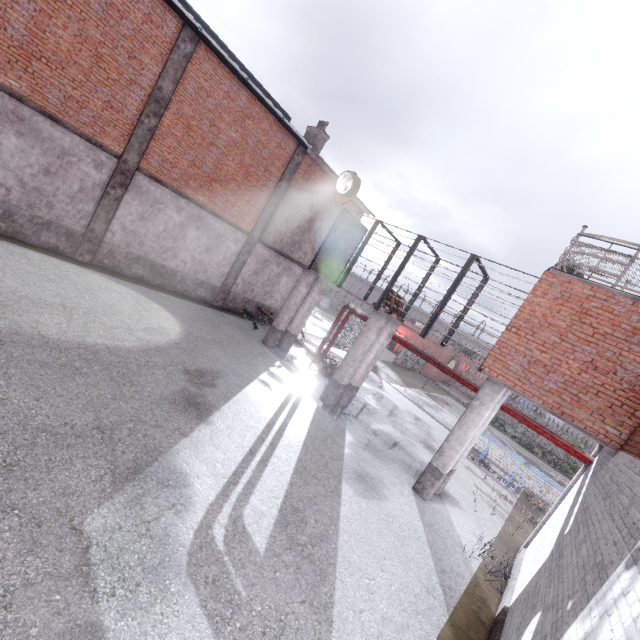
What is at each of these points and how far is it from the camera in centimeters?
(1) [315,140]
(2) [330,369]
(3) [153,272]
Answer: (1) chimney, 1794cm
(2) pallet, 1552cm
(3) foundation, 1376cm

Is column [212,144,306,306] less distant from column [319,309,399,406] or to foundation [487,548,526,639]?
column [319,309,399,406]

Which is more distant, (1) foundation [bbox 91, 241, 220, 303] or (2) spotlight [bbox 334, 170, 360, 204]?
(2) spotlight [bbox 334, 170, 360, 204]

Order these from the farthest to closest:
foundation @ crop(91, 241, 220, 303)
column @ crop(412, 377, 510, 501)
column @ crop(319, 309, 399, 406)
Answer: foundation @ crop(91, 241, 220, 303), column @ crop(319, 309, 399, 406), column @ crop(412, 377, 510, 501)

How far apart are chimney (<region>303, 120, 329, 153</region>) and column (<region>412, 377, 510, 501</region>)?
15.3 meters

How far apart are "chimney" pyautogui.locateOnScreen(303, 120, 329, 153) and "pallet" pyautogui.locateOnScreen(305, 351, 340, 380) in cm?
1175

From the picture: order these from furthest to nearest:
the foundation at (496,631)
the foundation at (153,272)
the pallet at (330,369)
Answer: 1. the pallet at (330,369)
2. the foundation at (153,272)
3. the foundation at (496,631)

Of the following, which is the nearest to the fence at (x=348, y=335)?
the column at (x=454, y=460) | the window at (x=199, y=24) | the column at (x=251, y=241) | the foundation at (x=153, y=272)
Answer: the column at (x=454, y=460)
